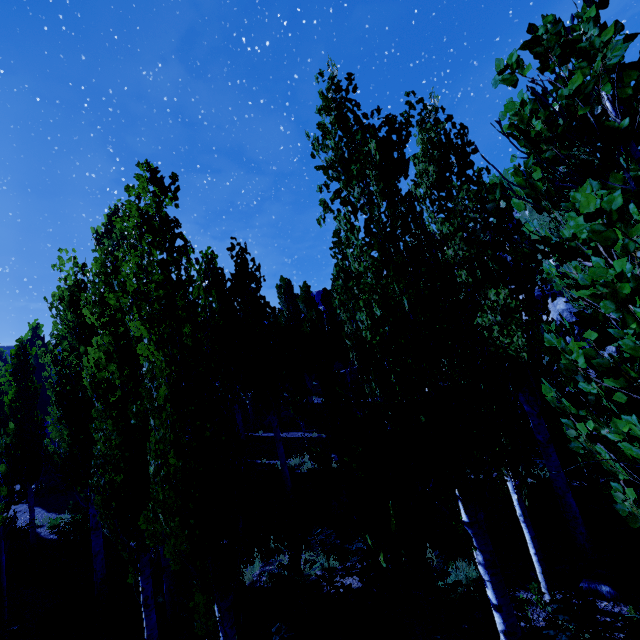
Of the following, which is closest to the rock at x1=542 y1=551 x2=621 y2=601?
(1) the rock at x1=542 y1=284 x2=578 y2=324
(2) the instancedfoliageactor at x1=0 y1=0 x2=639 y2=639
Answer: (2) the instancedfoliageactor at x1=0 y1=0 x2=639 y2=639

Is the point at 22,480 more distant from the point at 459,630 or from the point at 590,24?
the point at 590,24

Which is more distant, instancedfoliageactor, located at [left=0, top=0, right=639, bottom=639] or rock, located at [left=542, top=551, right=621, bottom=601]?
rock, located at [left=542, top=551, right=621, bottom=601]

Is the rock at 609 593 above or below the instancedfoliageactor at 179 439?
below

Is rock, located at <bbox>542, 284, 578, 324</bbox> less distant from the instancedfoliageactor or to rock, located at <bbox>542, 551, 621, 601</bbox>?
the instancedfoliageactor

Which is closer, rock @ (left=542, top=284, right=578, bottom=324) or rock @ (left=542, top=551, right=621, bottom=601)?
rock @ (left=542, top=551, right=621, bottom=601)

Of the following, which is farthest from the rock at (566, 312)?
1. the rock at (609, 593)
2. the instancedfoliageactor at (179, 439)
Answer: the rock at (609, 593)
